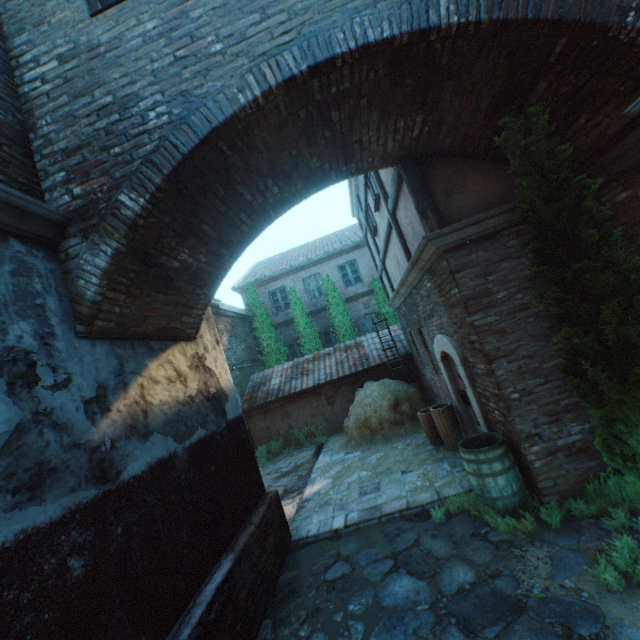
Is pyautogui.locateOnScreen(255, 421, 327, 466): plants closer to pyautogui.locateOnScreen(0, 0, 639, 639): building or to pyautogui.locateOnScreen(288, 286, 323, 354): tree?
pyautogui.locateOnScreen(0, 0, 639, 639): building

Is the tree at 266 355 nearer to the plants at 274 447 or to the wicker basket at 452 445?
the plants at 274 447

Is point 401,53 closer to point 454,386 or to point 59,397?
point 59,397

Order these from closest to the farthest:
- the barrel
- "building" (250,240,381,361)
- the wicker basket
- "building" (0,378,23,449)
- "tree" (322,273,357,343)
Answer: "building" (0,378,23,449), the barrel, the wicker basket, "tree" (322,273,357,343), "building" (250,240,381,361)

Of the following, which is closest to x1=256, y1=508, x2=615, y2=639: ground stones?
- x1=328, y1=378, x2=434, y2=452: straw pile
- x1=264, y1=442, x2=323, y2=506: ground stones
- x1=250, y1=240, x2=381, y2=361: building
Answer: x1=264, y1=442, x2=323, y2=506: ground stones

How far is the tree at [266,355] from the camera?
15.96m

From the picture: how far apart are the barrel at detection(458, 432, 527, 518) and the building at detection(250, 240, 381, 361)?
11.43m

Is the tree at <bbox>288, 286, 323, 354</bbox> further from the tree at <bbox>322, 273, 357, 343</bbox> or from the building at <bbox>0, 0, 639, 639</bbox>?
the building at <bbox>0, 0, 639, 639</bbox>
